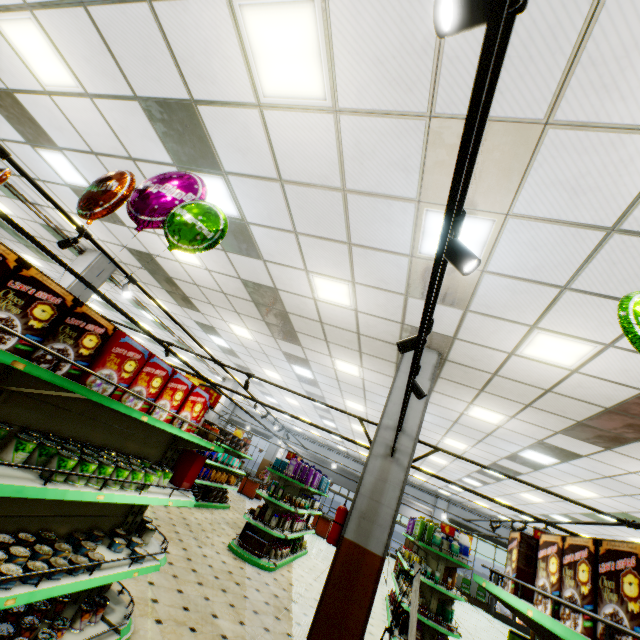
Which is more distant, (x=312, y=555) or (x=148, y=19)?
(x=312, y=555)

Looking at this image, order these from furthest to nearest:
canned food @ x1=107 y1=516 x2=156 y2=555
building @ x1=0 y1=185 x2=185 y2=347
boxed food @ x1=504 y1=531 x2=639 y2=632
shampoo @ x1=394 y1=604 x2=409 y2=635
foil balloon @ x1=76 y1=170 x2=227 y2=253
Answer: building @ x1=0 y1=185 x2=185 y2=347, shampoo @ x1=394 y1=604 x2=409 y2=635, canned food @ x1=107 y1=516 x2=156 y2=555, foil balloon @ x1=76 y1=170 x2=227 y2=253, boxed food @ x1=504 y1=531 x2=639 y2=632

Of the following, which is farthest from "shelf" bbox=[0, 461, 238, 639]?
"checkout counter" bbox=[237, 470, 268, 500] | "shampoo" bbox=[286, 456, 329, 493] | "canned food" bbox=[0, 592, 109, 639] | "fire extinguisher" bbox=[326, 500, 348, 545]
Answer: "checkout counter" bbox=[237, 470, 268, 500]

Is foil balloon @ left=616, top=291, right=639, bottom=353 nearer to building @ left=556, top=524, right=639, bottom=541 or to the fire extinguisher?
building @ left=556, top=524, right=639, bottom=541

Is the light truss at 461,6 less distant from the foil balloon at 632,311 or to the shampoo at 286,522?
the foil balloon at 632,311

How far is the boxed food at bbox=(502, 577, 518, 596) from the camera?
2.21m

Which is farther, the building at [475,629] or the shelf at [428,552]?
the building at [475,629]

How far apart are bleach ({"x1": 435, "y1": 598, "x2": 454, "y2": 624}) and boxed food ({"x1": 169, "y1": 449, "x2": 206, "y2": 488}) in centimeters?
652cm
